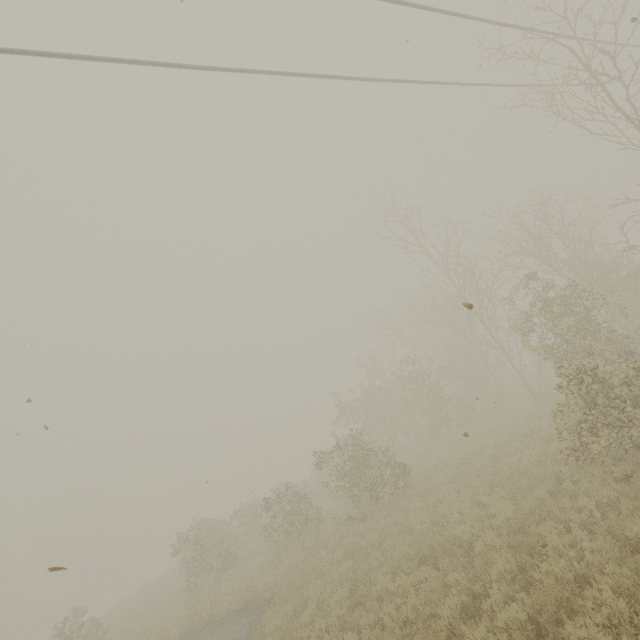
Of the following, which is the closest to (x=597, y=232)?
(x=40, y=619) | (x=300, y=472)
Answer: (x=300, y=472)
